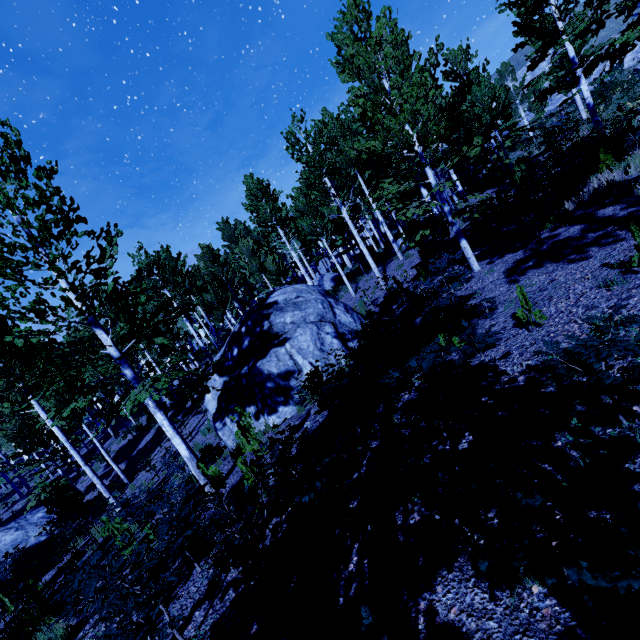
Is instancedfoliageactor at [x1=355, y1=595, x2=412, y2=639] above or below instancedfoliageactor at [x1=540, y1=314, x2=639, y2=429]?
below

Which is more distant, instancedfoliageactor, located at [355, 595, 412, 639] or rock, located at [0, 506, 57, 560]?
rock, located at [0, 506, 57, 560]

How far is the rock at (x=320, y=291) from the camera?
9.86m

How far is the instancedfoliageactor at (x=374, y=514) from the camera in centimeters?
328cm

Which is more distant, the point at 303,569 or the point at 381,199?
the point at 381,199

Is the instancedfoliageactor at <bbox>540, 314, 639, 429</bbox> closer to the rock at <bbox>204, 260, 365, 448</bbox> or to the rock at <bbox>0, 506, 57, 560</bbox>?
the rock at <bbox>204, 260, 365, 448</bbox>

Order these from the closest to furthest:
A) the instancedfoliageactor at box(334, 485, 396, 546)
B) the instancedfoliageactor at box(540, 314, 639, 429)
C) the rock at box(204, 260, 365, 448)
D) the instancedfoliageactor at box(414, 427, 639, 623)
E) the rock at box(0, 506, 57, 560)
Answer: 1. the instancedfoliageactor at box(414, 427, 639, 623)
2. the instancedfoliageactor at box(540, 314, 639, 429)
3. the instancedfoliageactor at box(334, 485, 396, 546)
4. the rock at box(204, 260, 365, 448)
5. the rock at box(0, 506, 57, 560)

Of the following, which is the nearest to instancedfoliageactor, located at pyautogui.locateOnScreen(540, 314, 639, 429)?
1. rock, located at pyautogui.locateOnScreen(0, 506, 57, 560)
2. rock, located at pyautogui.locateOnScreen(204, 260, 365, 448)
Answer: rock, located at pyautogui.locateOnScreen(204, 260, 365, 448)
